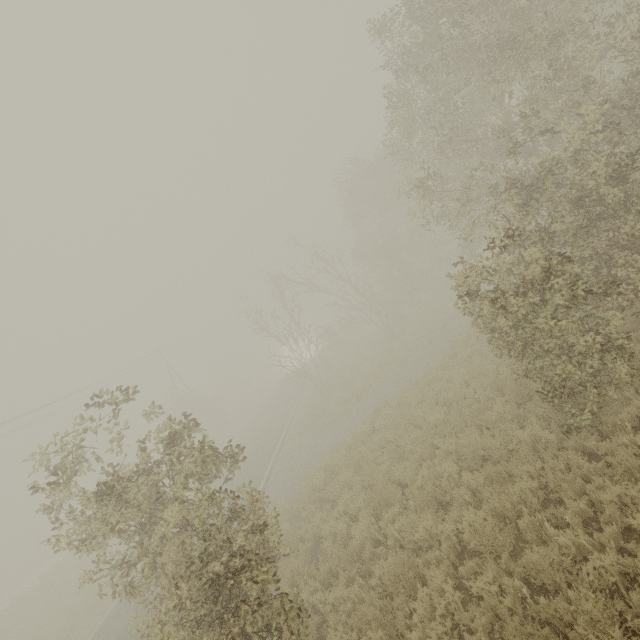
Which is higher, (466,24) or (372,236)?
(466,24)
